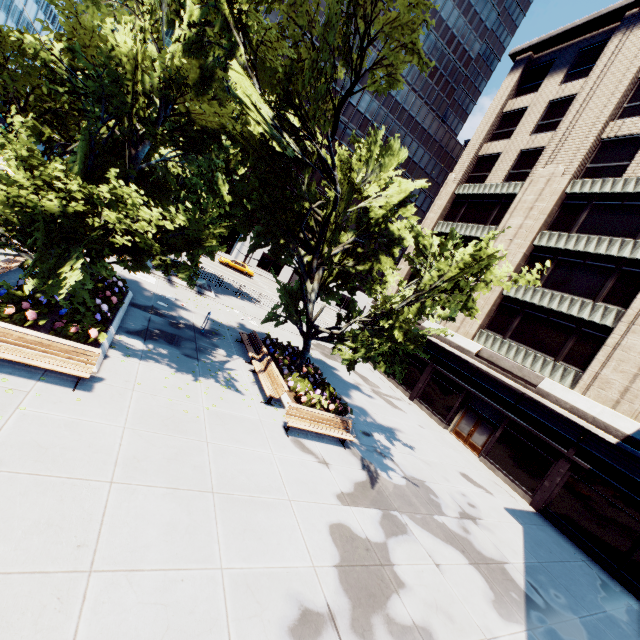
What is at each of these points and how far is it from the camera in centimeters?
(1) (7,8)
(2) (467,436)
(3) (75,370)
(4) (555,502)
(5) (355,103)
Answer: (1) building, 5084cm
(2) door, 2077cm
(3) bench, 771cm
(4) building, 1582cm
(5) building, 5981cm

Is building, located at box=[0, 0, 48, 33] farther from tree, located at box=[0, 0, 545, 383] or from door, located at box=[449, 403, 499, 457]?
door, located at box=[449, 403, 499, 457]

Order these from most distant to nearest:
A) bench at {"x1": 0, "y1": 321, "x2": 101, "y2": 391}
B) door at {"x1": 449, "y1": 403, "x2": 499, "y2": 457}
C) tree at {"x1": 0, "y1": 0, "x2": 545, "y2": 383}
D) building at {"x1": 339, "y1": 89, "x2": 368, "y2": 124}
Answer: building at {"x1": 339, "y1": 89, "x2": 368, "y2": 124} → door at {"x1": 449, "y1": 403, "x2": 499, "y2": 457} → tree at {"x1": 0, "y1": 0, "x2": 545, "y2": 383} → bench at {"x1": 0, "y1": 321, "x2": 101, "y2": 391}

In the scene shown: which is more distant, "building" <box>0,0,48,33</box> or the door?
"building" <box>0,0,48,33</box>

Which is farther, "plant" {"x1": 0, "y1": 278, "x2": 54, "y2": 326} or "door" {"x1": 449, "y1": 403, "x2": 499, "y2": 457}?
"door" {"x1": 449, "y1": 403, "x2": 499, "y2": 457}

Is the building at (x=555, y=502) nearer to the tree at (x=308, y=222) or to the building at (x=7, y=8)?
the tree at (x=308, y=222)

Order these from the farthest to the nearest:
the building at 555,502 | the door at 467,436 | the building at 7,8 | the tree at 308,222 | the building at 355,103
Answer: the building at 355,103, the building at 7,8, the door at 467,436, the building at 555,502, the tree at 308,222

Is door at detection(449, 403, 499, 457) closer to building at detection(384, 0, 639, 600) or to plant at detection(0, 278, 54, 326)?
building at detection(384, 0, 639, 600)
